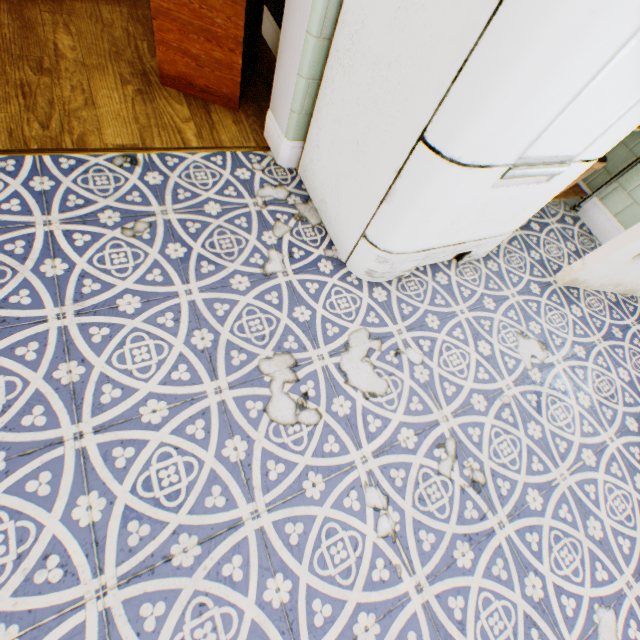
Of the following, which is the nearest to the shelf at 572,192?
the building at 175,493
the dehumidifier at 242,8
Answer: the building at 175,493

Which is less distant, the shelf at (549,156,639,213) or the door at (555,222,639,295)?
the door at (555,222,639,295)

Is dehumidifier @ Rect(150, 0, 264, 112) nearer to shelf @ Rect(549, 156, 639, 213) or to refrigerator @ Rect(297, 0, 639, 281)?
refrigerator @ Rect(297, 0, 639, 281)

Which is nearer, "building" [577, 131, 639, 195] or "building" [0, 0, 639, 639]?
"building" [0, 0, 639, 639]

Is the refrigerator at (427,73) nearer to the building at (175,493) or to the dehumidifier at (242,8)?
the building at (175,493)

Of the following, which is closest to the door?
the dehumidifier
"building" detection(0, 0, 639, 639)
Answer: "building" detection(0, 0, 639, 639)

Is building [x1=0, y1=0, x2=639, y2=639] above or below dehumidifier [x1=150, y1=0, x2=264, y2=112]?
below

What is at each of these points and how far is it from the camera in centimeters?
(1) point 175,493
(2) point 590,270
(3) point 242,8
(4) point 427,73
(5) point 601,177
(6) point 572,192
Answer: (1) building, 103cm
(2) door, 188cm
(3) dehumidifier, 154cm
(4) refrigerator, 98cm
(5) building, 243cm
(6) shelf, 247cm
